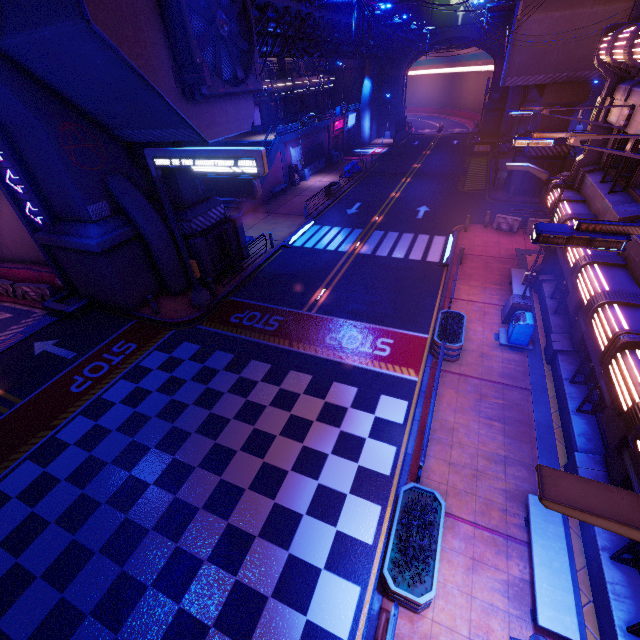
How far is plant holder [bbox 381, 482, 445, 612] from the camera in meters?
6.3

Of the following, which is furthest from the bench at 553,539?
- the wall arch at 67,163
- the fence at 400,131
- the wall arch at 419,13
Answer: the wall arch at 419,13

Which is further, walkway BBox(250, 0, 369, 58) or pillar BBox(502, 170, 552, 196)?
pillar BBox(502, 170, 552, 196)

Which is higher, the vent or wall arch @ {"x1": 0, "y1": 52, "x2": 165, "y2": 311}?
the vent

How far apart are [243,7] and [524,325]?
16.4m

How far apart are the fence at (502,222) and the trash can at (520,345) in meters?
10.4 m

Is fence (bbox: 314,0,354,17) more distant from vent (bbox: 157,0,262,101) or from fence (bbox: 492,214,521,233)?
fence (bbox: 492,214,521,233)

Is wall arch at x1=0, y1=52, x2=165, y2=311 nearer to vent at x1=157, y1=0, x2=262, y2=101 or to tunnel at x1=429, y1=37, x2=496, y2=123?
vent at x1=157, y1=0, x2=262, y2=101
